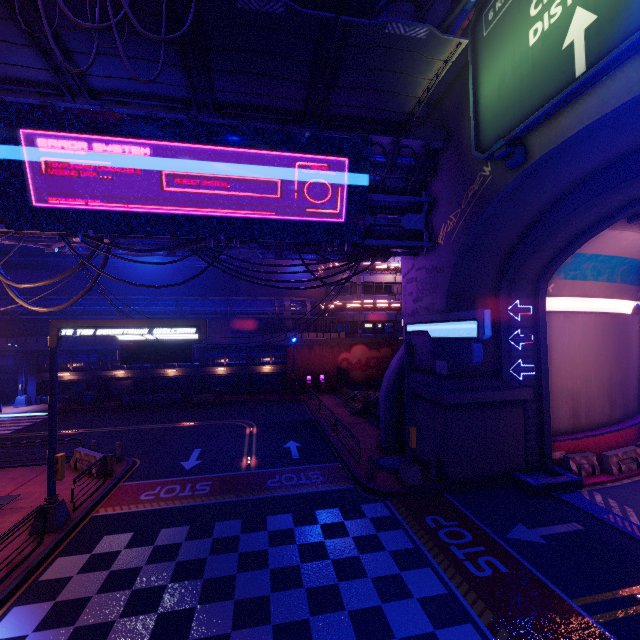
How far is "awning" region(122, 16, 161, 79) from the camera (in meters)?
9.68

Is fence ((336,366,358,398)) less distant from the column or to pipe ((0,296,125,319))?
pipe ((0,296,125,319))

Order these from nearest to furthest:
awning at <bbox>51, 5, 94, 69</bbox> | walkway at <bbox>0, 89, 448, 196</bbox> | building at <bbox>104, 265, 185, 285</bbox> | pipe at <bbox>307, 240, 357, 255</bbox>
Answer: awning at <bbox>51, 5, 94, 69</bbox>
walkway at <bbox>0, 89, 448, 196</bbox>
pipe at <bbox>307, 240, 357, 255</bbox>
building at <bbox>104, 265, 185, 285</bbox>

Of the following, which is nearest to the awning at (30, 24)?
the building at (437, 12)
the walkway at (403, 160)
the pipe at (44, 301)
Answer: the walkway at (403, 160)

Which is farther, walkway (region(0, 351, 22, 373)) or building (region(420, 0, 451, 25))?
walkway (region(0, 351, 22, 373))

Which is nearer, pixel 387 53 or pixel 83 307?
pixel 387 53

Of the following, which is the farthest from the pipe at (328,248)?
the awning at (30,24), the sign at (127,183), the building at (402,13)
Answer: the building at (402,13)

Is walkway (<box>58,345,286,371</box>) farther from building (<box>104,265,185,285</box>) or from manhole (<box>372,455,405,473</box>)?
manhole (<box>372,455,405,473</box>)
